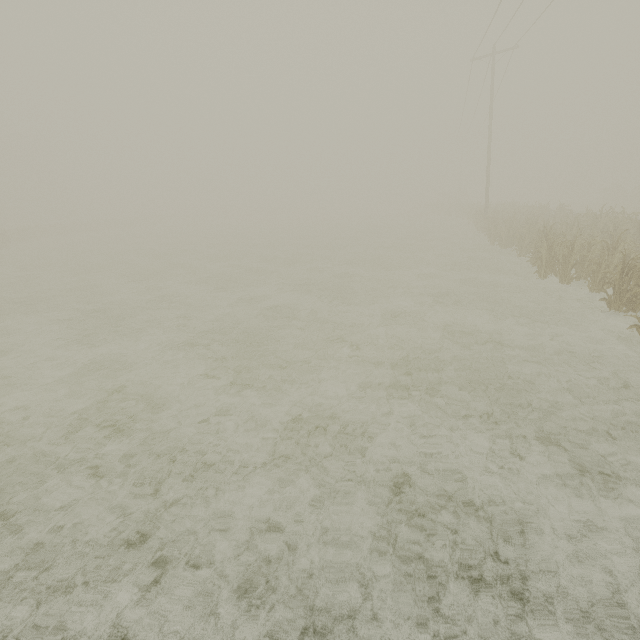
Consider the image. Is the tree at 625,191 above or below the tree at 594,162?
below

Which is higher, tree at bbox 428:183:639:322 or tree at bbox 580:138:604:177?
tree at bbox 580:138:604:177

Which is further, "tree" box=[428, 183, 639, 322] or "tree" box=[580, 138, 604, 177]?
"tree" box=[580, 138, 604, 177]

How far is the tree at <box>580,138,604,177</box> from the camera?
57.84m

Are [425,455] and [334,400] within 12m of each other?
yes

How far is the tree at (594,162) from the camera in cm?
5784
